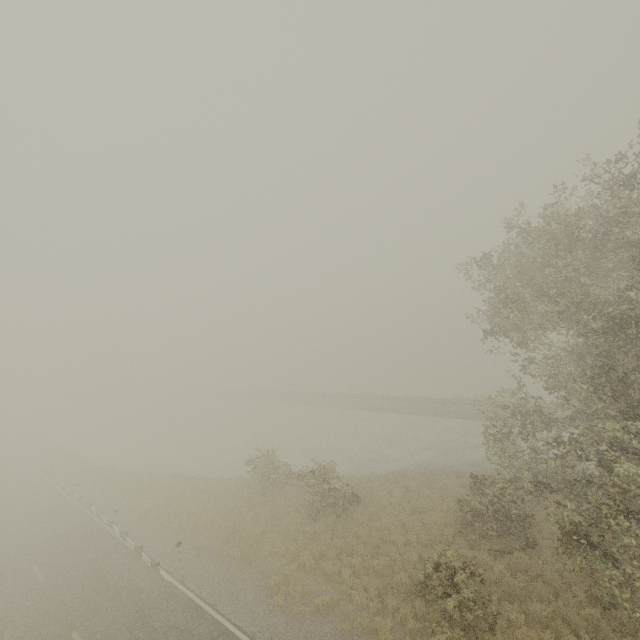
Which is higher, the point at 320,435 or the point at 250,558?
the point at 250,558
